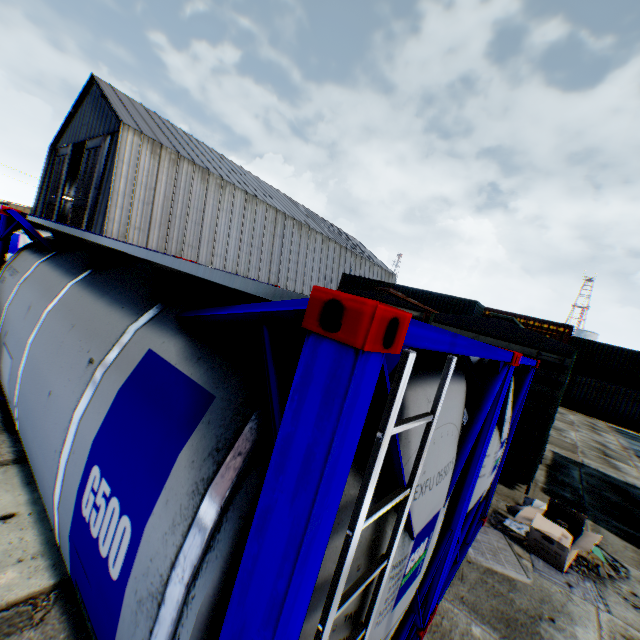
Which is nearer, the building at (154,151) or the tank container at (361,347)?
the tank container at (361,347)

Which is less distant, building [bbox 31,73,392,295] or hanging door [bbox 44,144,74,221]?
building [bbox 31,73,392,295]

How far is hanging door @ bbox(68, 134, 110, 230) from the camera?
26.1m

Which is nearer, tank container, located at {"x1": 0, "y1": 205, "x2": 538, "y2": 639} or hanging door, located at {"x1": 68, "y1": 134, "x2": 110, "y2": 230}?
tank container, located at {"x1": 0, "y1": 205, "x2": 538, "y2": 639}

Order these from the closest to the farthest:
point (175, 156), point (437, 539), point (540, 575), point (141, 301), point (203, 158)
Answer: point (141, 301) < point (437, 539) < point (540, 575) < point (175, 156) < point (203, 158)

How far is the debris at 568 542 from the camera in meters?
4.9 m

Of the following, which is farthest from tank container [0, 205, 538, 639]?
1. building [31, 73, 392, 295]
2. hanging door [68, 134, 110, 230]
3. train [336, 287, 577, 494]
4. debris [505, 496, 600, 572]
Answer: hanging door [68, 134, 110, 230]

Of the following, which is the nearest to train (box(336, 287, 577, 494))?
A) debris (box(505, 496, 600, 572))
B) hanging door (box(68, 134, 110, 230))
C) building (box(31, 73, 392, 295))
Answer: debris (box(505, 496, 600, 572))
